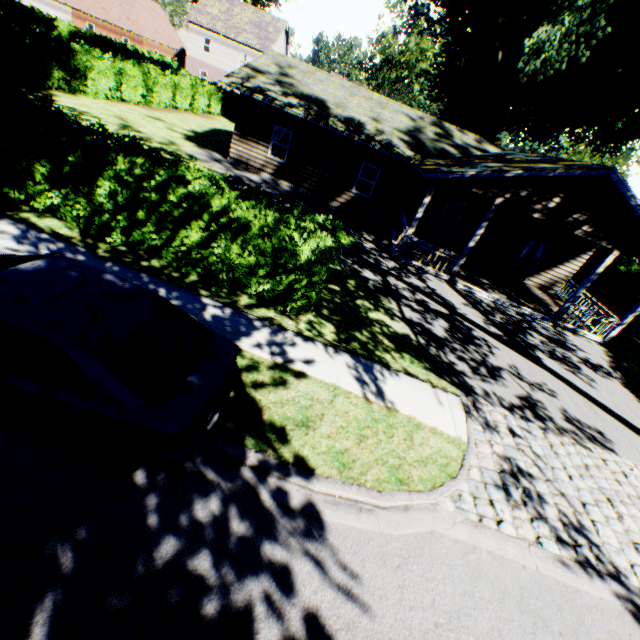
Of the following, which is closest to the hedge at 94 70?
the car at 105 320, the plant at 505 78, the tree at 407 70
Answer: the plant at 505 78

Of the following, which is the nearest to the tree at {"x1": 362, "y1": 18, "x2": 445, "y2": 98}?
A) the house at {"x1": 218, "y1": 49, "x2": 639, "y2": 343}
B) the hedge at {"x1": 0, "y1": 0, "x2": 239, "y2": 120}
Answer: the hedge at {"x1": 0, "y1": 0, "x2": 239, "y2": 120}

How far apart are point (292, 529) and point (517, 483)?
4.40m

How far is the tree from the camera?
44.53m

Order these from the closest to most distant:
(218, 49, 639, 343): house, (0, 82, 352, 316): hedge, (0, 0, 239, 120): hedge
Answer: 1. (0, 82, 352, 316): hedge
2. (218, 49, 639, 343): house
3. (0, 0, 239, 120): hedge

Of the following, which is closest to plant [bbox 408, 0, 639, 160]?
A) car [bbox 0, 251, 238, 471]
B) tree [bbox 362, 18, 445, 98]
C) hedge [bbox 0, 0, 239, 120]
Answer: hedge [bbox 0, 0, 239, 120]
